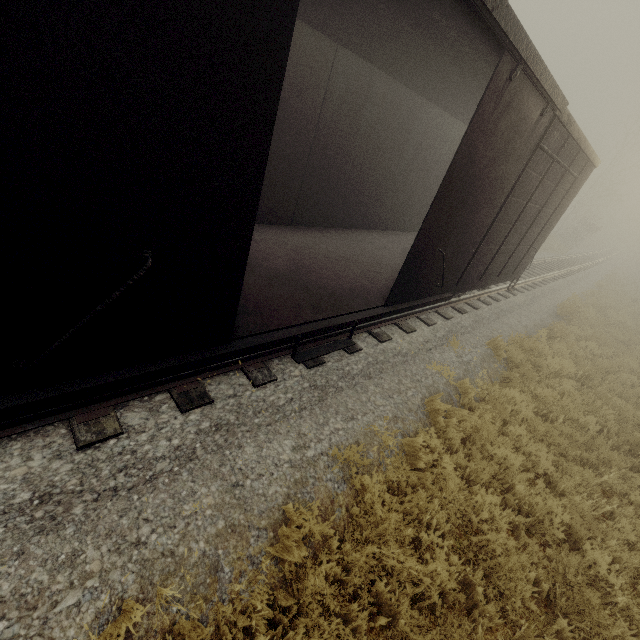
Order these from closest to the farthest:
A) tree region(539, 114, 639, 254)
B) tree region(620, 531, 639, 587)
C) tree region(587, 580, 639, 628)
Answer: tree region(587, 580, 639, 628), tree region(620, 531, 639, 587), tree region(539, 114, 639, 254)

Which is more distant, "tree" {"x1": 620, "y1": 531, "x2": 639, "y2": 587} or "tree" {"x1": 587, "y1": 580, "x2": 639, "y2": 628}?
"tree" {"x1": 620, "y1": 531, "x2": 639, "y2": 587}

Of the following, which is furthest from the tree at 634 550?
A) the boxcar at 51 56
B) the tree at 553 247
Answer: the tree at 553 247

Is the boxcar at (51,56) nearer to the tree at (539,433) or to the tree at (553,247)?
the tree at (539,433)

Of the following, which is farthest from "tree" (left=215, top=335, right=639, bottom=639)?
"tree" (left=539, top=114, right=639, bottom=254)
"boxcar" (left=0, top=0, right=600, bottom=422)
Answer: "tree" (left=539, top=114, right=639, bottom=254)

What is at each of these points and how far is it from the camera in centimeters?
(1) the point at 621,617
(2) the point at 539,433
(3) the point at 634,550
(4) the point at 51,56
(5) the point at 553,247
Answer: (1) tree, 405cm
(2) tree, 598cm
(3) tree, 488cm
(4) boxcar, 145cm
(5) tree, 3081cm

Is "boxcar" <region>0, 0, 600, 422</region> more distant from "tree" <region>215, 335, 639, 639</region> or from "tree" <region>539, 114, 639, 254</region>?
"tree" <region>539, 114, 639, 254</region>
